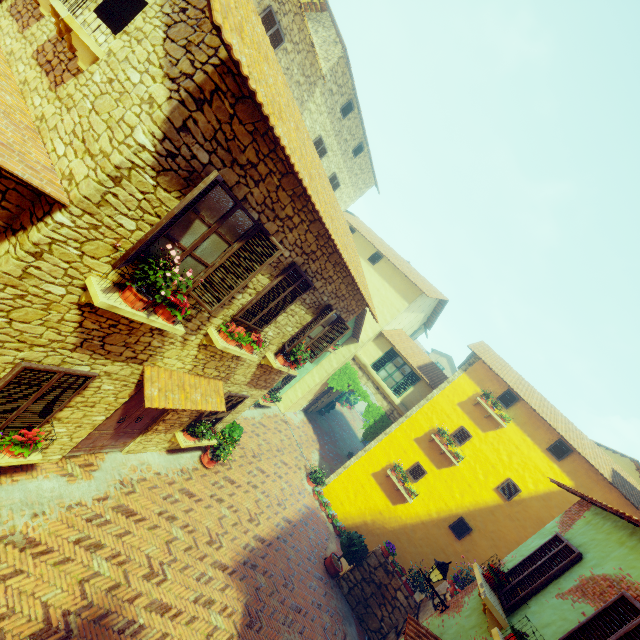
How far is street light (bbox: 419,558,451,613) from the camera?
7.4 meters

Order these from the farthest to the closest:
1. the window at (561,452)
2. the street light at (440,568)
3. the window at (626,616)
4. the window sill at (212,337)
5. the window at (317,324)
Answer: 1. the window at (561,452)
2. the window at (317,324)
3. the street light at (440,568)
4. the window sill at (212,337)
5. the window at (626,616)

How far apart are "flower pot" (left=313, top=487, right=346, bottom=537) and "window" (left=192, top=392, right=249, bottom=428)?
7.11m

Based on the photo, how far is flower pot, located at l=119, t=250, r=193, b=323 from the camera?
4.34m

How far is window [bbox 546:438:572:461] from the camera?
12.5m

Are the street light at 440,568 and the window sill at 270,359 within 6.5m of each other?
yes

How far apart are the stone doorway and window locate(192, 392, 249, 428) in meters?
8.3

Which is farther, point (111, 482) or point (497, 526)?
point (497, 526)
